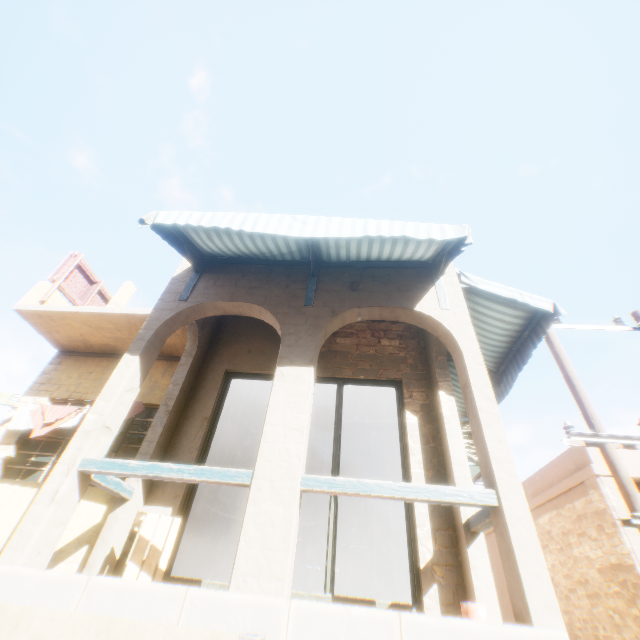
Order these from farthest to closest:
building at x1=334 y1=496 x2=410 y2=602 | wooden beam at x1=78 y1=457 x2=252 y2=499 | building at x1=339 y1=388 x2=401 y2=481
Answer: building at x1=339 y1=388 x2=401 y2=481, building at x1=334 y1=496 x2=410 y2=602, wooden beam at x1=78 y1=457 x2=252 y2=499

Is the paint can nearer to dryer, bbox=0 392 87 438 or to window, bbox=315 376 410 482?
window, bbox=315 376 410 482

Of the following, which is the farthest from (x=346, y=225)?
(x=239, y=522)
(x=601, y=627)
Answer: (x=601, y=627)

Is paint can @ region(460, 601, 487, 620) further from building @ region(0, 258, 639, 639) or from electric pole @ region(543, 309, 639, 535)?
electric pole @ region(543, 309, 639, 535)

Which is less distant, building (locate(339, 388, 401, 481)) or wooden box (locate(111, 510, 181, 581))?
wooden box (locate(111, 510, 181, 581))

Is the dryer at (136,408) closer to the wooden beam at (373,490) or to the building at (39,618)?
the building at (39,618)

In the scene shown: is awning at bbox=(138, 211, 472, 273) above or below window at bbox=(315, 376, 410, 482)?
above

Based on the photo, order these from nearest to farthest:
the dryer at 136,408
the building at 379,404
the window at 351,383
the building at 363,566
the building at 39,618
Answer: the building at 39,618 < the window at 351,383 < the dryer at 136,408 < the building at 363,566 < the building at 379,404
